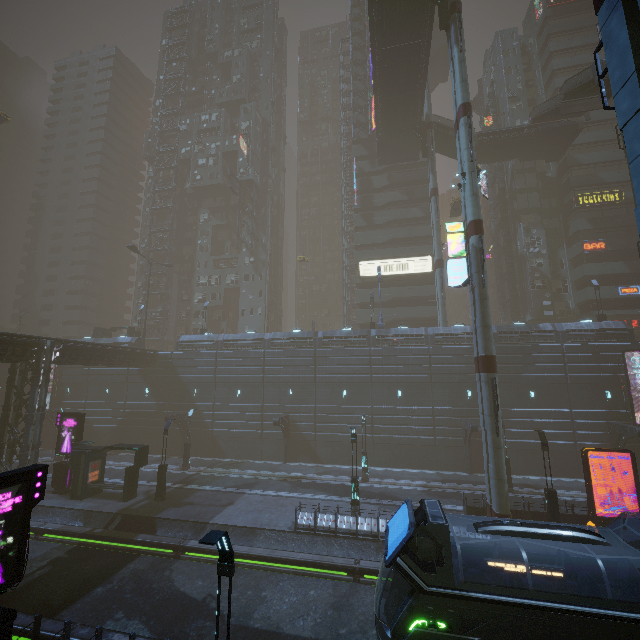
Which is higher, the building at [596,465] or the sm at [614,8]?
the sm at [614,8]

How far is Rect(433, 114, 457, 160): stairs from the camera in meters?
41.7 m

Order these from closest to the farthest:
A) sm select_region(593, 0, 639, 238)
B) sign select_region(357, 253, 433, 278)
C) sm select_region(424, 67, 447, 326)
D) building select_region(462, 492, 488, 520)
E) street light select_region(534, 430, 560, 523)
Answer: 1. sm select_region(593, 0, 639, 238)
2. street light select_region(534, 430, 560, 523)
3. building select_region(462, 492, 488, 520)
4. sm select_region(424, 67, 447, 326)
5. sign select_region(357, 253, 433, 278)

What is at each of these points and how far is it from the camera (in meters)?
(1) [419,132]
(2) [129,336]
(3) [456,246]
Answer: (1) building structure, 40.88
(2) building, 44.75
(3) sign, 22.05

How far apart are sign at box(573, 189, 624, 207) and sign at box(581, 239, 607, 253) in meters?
4.3 m

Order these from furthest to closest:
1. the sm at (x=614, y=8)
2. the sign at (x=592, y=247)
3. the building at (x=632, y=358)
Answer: the sign at (x=592, y=247), the building at (x=632, y=358), the sm at (x=614, y=8)

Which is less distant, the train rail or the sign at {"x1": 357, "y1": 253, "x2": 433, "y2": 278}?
the train rail

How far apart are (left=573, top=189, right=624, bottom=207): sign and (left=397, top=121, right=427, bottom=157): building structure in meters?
19.4 m
